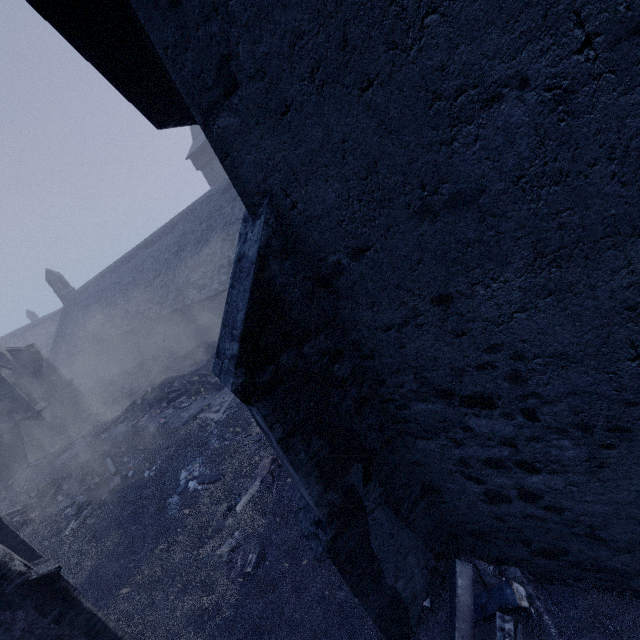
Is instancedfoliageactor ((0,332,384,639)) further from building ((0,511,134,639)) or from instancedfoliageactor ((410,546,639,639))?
instancedfoliageactor ((410,546,639,639))

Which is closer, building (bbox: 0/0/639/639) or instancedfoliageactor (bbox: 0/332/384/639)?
building (bbox: 0/0/639/639)

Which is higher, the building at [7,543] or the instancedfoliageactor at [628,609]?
the building at [7,543]

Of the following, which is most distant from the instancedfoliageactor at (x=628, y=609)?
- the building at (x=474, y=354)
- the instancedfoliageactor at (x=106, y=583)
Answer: the instancedfoliageactor at (x=106, y=583)

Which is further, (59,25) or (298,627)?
(298,627)

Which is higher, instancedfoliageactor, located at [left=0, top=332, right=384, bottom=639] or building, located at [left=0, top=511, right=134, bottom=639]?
building, located at [left=0, top=511, right=134, bottom=639]

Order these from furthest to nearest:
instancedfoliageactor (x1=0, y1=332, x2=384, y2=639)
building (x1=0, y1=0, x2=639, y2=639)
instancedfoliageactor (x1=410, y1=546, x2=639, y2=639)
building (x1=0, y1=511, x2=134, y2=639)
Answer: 1. instancedfoliageactor (x1=0, y1=332, x2=384, y2=639)
2. building (x1=0, y1=511, x2=134, y2=639)
3. instancedfoliageactor (x1=410, y1=546, x2=639, y2=639)
4. building (x1=0, y1=0, x2=639, y2=639)
